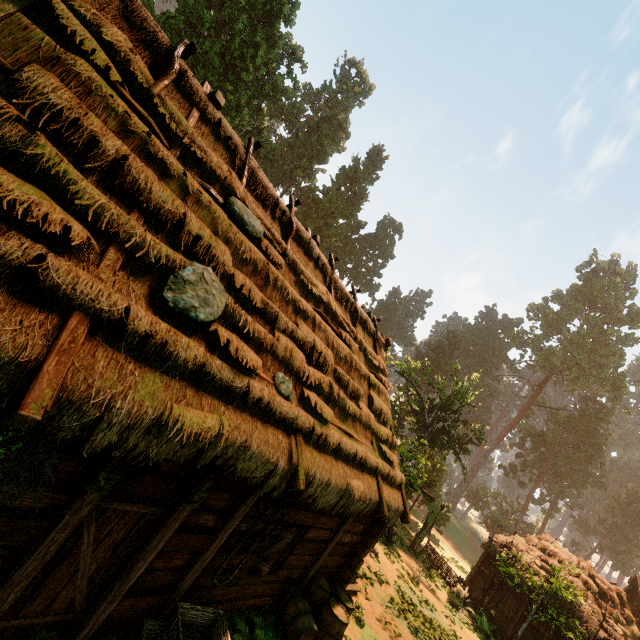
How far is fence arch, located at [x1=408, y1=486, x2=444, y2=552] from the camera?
21.3 meters

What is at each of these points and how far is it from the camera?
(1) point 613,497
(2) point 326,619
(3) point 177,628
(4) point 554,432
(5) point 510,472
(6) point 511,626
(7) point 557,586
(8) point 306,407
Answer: (1) treerock, 53.5 meters
(2) barrel, 7.5 meters
(3) basket, 4.8 meters
(4) treerock, 51.7 meters
(5) treerock, 51.4 meters
(6) building, 18.5 meters
(7) treerock, 15.6 meters
(8) building, 6.4 meters

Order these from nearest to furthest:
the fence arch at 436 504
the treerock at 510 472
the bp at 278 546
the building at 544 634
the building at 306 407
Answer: the building at 306 407 → the bp at 278 546 → the building at 544 634 → the fence arch at 436 504 → the treerock at 510 472

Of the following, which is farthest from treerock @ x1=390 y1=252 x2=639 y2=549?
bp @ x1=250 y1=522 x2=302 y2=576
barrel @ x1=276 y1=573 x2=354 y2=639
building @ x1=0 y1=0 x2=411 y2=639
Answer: barrel @ x1=276 y1=573 x2=354 y2=639

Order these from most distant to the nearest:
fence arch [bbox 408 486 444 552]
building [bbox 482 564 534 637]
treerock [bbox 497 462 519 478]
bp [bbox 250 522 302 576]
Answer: treerock [bbox 497 462 519 478] → fence arch [bbox 408 486 444 552] → building [bbox 482 564 534 637] → bp [bbox 250 522 302 576]

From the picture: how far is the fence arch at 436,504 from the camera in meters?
21.3

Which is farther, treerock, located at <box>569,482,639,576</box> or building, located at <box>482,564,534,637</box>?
treerock, located at <box>569,482,639,576</box>
